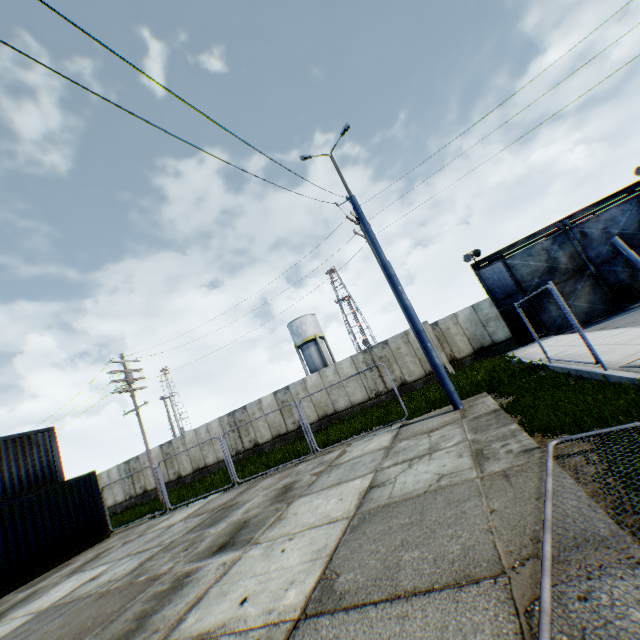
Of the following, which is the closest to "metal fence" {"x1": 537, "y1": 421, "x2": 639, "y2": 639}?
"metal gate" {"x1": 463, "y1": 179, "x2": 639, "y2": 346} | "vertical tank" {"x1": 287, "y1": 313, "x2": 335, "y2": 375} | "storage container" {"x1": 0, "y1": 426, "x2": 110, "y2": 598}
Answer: "storage container" {"x1": 0, "y1": 426, "x2": 110, "y2": 598}

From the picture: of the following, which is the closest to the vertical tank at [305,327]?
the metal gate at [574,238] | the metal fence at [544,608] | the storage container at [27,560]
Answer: the metal gate at [574,238]

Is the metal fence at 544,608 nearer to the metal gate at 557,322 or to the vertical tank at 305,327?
the metal gate at 557,322

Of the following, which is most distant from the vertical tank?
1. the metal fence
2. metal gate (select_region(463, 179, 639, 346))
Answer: the metal fence

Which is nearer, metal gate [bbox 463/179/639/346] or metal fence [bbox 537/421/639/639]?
metal fence [bbox 537/421/639/639]

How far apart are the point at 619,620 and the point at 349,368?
18.47m

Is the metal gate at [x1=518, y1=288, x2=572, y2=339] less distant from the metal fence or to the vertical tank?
the metal fence
